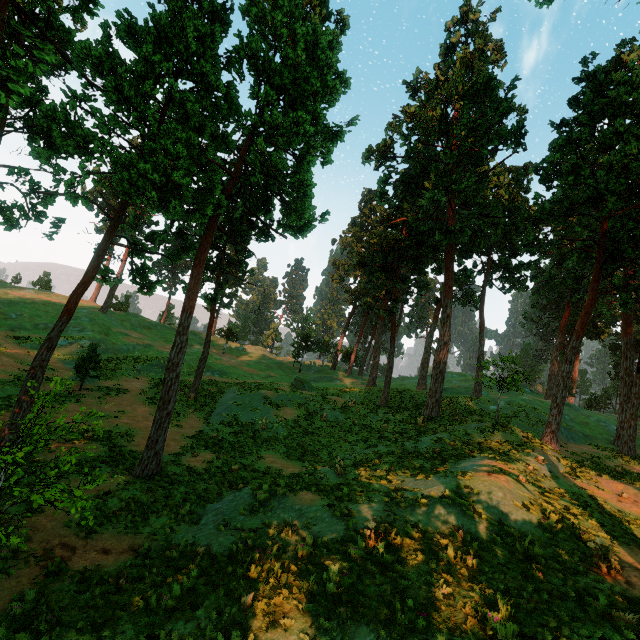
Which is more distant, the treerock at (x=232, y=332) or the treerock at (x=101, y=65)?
the treerock at (x=232, y=332)

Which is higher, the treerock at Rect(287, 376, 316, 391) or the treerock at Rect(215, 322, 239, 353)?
the treerock at Rect(215, 322, 239, 353)

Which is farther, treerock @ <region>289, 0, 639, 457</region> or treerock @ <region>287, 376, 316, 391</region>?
treerock @ <region>287, 376, 316, 391</region>

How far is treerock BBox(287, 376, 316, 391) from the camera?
35.4m

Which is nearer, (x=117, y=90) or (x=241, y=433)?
(x=117, y=90)
